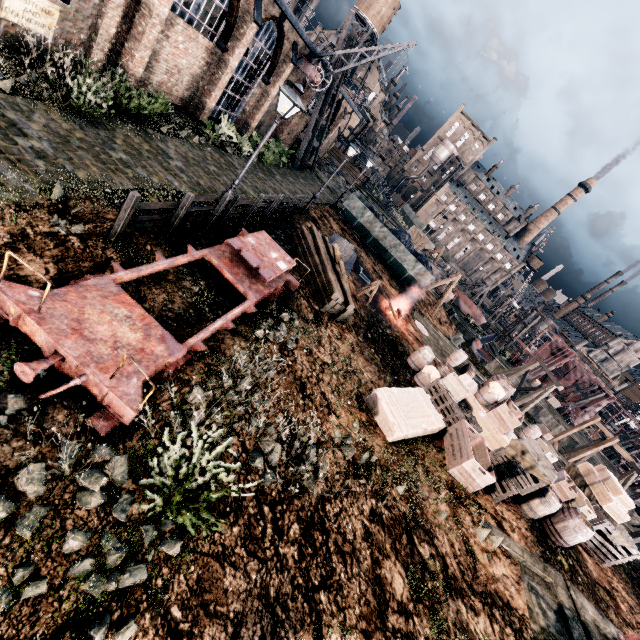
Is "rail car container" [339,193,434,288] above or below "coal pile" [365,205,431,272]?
below

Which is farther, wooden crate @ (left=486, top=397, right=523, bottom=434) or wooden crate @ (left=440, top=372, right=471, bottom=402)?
wooden crate @ (left=486, top=397, right=523, bottom=434)

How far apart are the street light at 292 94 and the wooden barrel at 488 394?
13.9 meters

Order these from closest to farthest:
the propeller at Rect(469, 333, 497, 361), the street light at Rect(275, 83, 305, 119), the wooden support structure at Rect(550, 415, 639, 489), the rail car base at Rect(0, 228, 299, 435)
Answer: the rail car base at Rect(0, 228, 299, 435), the street light at Rect(275, 83, 305, 119), the wooden support structure at Rect(550, 415, 639, 489), the propeller at Rect(469, 333, 497, 361)

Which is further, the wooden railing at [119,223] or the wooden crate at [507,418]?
the wooden crate at [507,418]

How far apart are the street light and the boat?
40.0 meters

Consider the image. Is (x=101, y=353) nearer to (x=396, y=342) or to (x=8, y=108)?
(x=8, y=108)

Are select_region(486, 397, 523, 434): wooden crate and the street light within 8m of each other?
no
